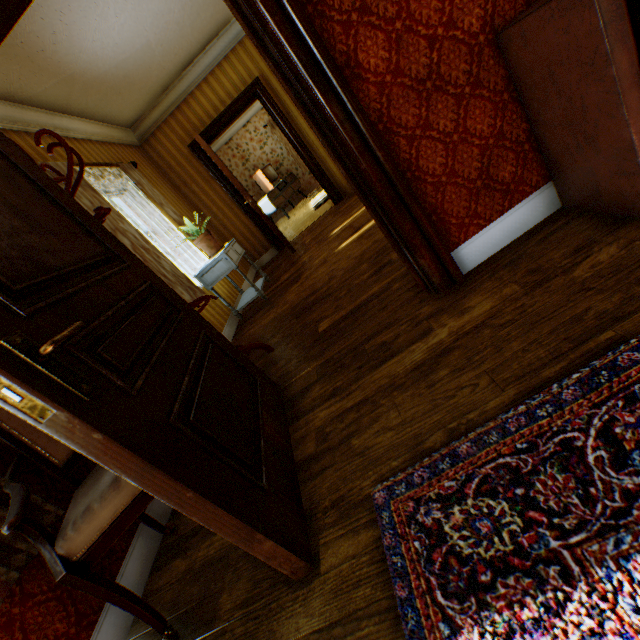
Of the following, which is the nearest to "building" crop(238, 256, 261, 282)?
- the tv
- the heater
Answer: the heater

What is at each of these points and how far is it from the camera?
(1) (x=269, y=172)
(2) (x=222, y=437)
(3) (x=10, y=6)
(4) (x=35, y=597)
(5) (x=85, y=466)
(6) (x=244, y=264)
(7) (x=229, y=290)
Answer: (1) tv, 9.9 meters
(2) childactor, 1.2 meters
(3) building, 1.4 meters
(4) building, 1.4 meters
(5) building, 1.8 meters
(6) building, 6.4 meters
(7) building, 5.0 meters

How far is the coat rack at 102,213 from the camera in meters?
2.3 m

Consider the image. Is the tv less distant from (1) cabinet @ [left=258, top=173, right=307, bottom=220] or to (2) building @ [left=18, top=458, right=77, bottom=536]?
(1) cabinet @ [left=258, top=173, right=307, bottom=220]

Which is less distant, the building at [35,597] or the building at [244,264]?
the building at [35,597]

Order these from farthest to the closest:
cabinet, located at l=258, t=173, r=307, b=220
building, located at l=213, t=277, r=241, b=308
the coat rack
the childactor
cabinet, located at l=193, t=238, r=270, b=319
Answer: cabinet, located at l=258, t=173, r=307, b=220
building, located at l=213, t=277, r=241, b=308
cabinet, located at l=193, t=238, r=270, b=319
the coat rack
the childactor

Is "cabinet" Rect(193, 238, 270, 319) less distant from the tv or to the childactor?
the childactor

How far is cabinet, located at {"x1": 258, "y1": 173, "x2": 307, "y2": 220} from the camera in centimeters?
957cm
